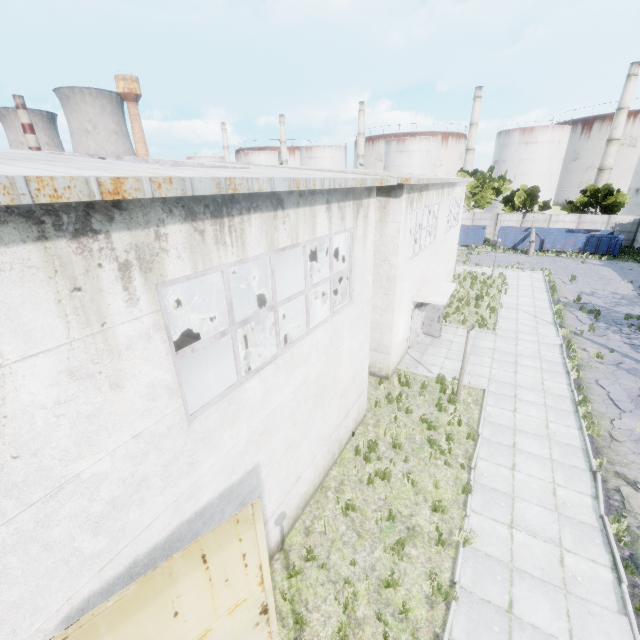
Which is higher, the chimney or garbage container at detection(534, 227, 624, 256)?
the chimney

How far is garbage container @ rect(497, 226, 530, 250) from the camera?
38.0m

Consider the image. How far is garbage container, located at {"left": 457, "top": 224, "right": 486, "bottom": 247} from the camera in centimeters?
4034cm

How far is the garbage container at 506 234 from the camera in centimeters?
3800cm

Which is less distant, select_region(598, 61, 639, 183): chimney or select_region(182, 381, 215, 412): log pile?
select_region(182, 381, 215, 412): log pile

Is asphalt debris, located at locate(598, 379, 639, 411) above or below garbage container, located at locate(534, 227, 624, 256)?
below

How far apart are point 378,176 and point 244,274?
6.03m

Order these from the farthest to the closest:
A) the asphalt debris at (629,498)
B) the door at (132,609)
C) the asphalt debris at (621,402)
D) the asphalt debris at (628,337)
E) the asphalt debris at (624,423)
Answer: the asphalt debris at (628,337) → the asphalt debris at (621,402) → the asphalt debris at (624,423) → the asphalt debris at (629,498) → the door at (132,609)
